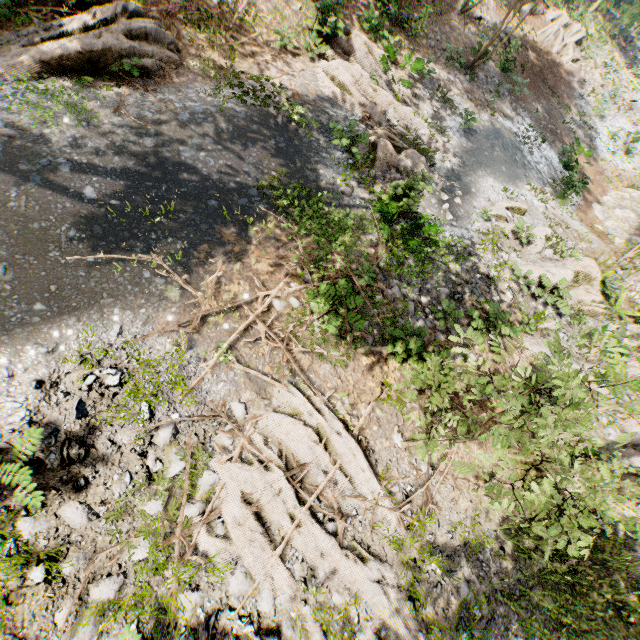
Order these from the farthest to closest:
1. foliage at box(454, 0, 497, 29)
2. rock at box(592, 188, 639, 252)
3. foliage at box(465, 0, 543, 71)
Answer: foliage at box(454, 0, 497, 29), rock at box(592, 188, 639, 252), foliage at box(465, 0, 543, 71)

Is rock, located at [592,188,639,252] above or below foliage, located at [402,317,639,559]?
below

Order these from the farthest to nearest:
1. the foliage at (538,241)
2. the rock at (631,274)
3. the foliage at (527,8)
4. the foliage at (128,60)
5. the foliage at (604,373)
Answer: the foliage at (527,8), the rock at (631,274), the foliage at (538,241), the foliage at (128,60), the foliage at (604,373)

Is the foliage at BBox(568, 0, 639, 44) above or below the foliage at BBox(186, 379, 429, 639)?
above

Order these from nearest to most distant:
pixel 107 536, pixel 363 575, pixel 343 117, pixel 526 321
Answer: pixel 107 536
pixel 363 575
pixel 526 321
pixel 343 117

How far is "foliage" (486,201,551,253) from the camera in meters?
12.8

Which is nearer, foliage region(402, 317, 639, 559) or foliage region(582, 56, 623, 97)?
foliage region(402, 317, 639, 559)

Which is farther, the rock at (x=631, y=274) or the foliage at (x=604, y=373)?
the rock at (x=631, y=274)
